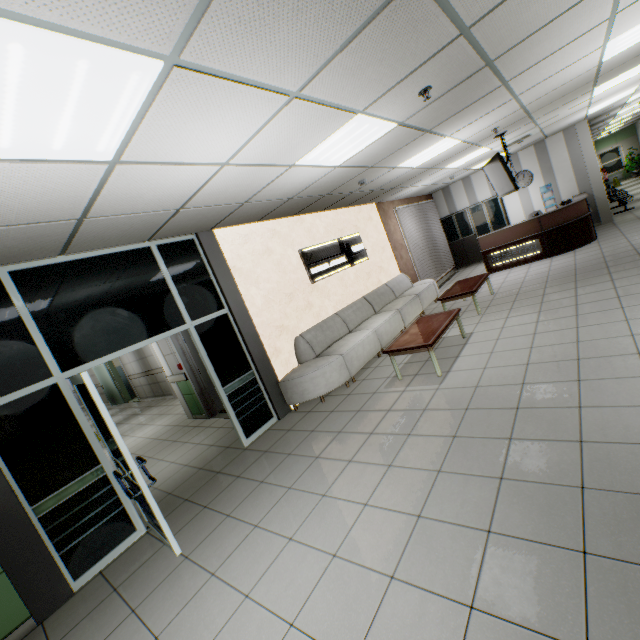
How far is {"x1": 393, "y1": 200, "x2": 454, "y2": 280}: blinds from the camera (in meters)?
10.43

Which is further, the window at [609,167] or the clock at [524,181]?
the window at [609,167]

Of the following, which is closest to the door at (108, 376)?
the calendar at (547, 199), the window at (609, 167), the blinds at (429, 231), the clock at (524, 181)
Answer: the blinds at (429, 231)

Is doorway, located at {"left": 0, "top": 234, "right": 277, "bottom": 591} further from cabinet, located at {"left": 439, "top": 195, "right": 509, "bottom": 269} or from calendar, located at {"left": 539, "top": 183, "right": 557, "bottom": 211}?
calendar, located at {"left": 539, "top": 183, "right": 557, "bottom": 211}

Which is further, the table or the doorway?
the table

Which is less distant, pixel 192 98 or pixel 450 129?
pixel 192 98

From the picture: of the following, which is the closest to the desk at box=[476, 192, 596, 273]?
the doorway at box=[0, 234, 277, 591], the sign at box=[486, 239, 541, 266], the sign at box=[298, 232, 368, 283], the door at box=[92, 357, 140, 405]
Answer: the sign at box=[486, 239, 541, 266]

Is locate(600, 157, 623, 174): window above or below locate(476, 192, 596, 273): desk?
above
